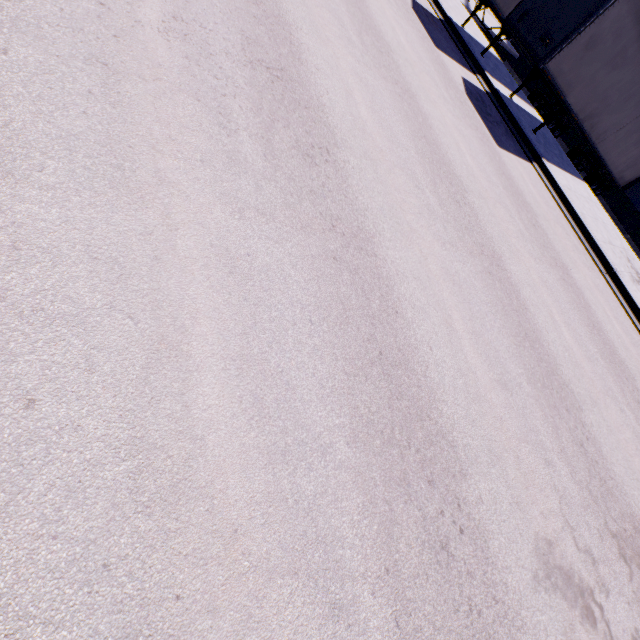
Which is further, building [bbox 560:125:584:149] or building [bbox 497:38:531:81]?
building [bbox 497:38:531:81]

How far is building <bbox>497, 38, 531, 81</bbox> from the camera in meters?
24.8

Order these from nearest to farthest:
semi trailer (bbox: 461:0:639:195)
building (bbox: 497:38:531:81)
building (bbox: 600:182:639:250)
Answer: semi trailer (bbox: 461:0:639:195) → building (bbox: 600:182:639:250) → building (bbox: 497:38:531:81)

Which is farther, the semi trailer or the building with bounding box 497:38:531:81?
Answer: the building with bounding box 497:38:531:81

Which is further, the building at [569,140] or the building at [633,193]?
the building at [569,140]

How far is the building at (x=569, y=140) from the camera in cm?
2225

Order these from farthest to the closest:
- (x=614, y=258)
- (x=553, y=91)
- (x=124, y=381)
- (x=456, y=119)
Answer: (x=553, y=91) → (x=614, y=258) → (x=456, y=119) → (x=124, y=381)
